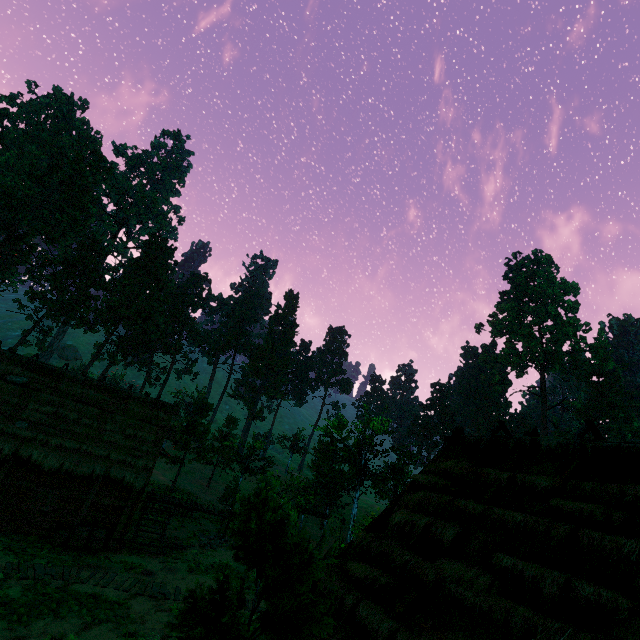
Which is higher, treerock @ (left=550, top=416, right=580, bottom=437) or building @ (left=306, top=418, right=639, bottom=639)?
treerock @ (left=550, top=416, right=580, bottom=437)

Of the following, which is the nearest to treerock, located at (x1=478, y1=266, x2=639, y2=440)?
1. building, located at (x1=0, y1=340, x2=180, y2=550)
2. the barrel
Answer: building, located at (x1=0, y1=340, x2=180, y2=550)

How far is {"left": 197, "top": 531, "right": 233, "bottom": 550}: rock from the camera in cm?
1947

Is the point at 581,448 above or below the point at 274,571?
above

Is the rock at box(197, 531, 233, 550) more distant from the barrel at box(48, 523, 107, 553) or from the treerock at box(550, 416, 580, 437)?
the barrel at box(48, 523, 107, 553)

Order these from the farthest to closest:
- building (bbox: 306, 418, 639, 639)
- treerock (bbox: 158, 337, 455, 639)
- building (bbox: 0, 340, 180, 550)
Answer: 1. building (bbox: 0, 340, 180, 550)
2. building (bbox: 306, 418, 639, 639)
3. treerock (bbox: 158, 337, 455, 639)

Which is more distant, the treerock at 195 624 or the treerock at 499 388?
the treerock at 499 388

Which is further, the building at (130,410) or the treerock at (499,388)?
the treerock at (499,388)
